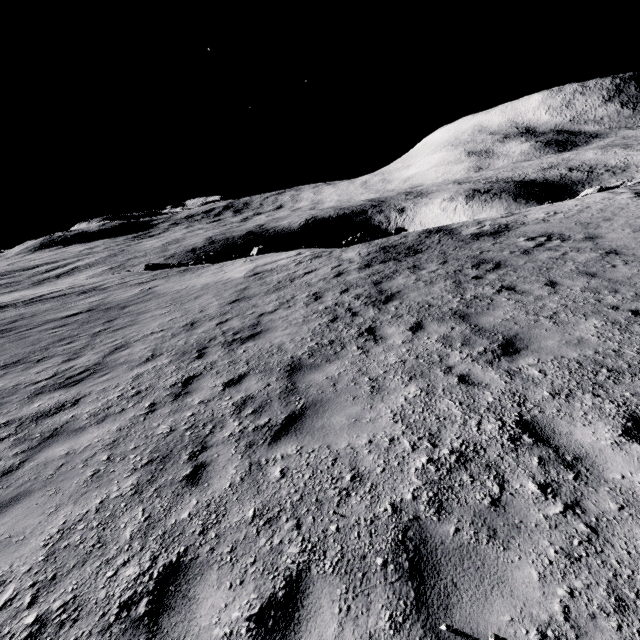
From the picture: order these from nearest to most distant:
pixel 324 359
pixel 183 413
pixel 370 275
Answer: pixel 183 413 < pixel 324 359 < pixel 370 275
